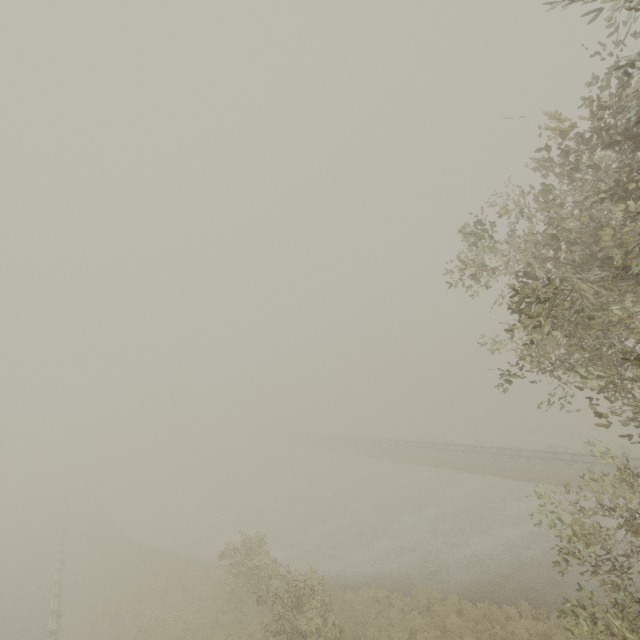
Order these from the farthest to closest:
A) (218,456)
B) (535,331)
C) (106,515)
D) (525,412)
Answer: (218,456), (525,412), (106,515), (535,331)
